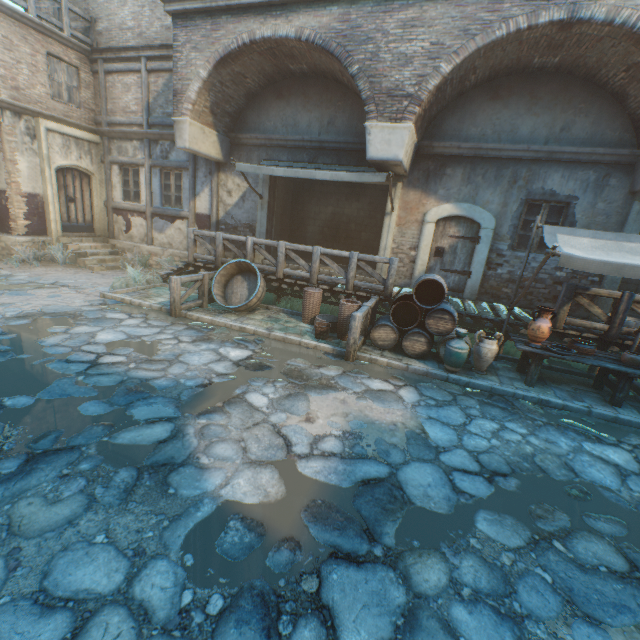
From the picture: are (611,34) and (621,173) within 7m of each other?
yes

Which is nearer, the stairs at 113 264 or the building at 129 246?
the stairs at 113 264

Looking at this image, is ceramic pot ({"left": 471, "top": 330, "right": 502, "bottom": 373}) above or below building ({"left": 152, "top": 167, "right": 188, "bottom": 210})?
below

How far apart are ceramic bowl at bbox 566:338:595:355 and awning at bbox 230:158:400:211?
5.1m

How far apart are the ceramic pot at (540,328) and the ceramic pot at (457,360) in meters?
1.1

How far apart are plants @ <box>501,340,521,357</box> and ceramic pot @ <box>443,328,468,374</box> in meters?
2.2

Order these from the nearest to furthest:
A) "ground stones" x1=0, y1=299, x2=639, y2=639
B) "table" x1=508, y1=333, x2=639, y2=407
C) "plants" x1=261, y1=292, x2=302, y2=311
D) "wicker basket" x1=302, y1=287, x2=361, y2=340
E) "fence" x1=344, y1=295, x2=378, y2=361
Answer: "ground stones" x1=0, y1=299, x2=639, y2=639
"table" x1=508, y1=333, x2=639, y2=407
"fence" x1=344, y1=295, x2=378, y2=361
"wicker basket" x1=302, y1=287, x2=361, y2=340
"plants" x1=261, y1=292, x2=302, y2=311

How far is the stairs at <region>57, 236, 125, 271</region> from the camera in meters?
11.4 m
